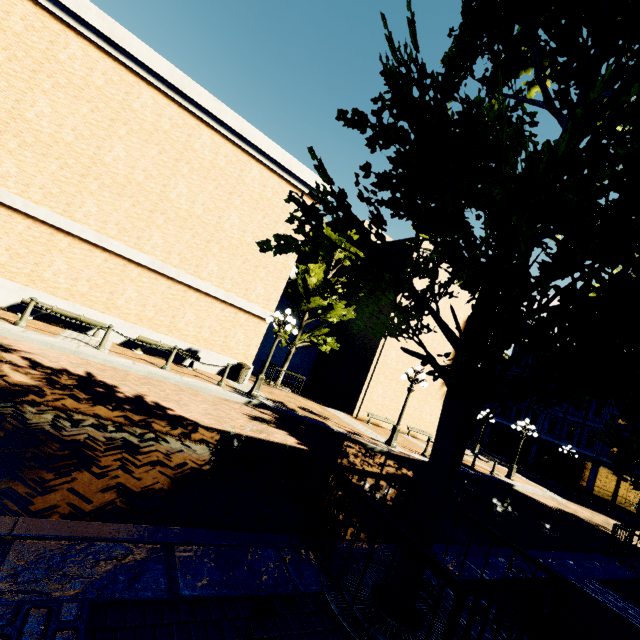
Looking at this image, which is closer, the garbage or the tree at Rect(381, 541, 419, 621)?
the tree at Rect(381, 541, 419, 621)

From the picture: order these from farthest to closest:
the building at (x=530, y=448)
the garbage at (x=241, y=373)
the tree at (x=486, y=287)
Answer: the building at (x=530, y=448)
the garbage at (x=241, y=373)
the tree at (x=486, y=287)

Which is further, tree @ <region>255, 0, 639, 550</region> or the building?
the building

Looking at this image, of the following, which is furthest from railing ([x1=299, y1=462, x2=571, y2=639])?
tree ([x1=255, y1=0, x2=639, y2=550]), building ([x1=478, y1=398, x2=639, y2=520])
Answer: building ([x1=478, y1=398, x2=639, y2=520])

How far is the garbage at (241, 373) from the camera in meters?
14.0

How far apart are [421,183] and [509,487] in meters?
18.6 m

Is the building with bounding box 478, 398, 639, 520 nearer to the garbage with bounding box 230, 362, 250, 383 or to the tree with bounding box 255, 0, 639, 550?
the tree with bounding box 255, 0, 639, 550
